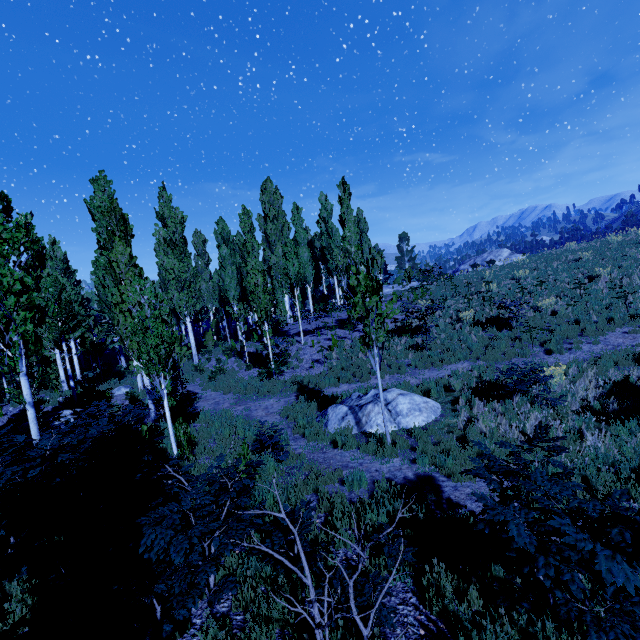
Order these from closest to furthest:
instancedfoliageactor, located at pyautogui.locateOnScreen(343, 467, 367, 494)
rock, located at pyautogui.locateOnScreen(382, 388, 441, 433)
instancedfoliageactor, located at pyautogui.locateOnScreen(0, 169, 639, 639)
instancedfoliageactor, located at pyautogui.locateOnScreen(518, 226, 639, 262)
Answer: instancedfoliageactor, located at pyautogui.locateOnScreen(0, 169, 639, 639)
instancedfoliageactor, located at pyautogui.locateOnScreen(343, 467, 367, 494)
rock, located at pyautogui.locateOnScreen(382, 388, 441, 433)
instancedfoliageactor, located at pyautogui.locateOnScreen(518, 226, 639, 262)

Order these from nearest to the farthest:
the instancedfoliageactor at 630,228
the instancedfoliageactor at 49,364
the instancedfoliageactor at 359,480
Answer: the instancedfoliageactor at 49,364 < the instancedfoliageactor at 359,480 < the instancedfoliageactor at 630,228

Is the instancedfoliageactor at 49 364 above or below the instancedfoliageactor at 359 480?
above

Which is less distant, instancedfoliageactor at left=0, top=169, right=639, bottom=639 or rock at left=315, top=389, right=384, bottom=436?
instancedfoliageactor at left=0, top=169, right=639, bottom=639

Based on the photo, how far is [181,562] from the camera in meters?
3.0

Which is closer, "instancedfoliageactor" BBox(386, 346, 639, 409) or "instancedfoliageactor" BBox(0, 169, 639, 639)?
"instancedfoliageactor" BBox(0, 169, 639, 639)
